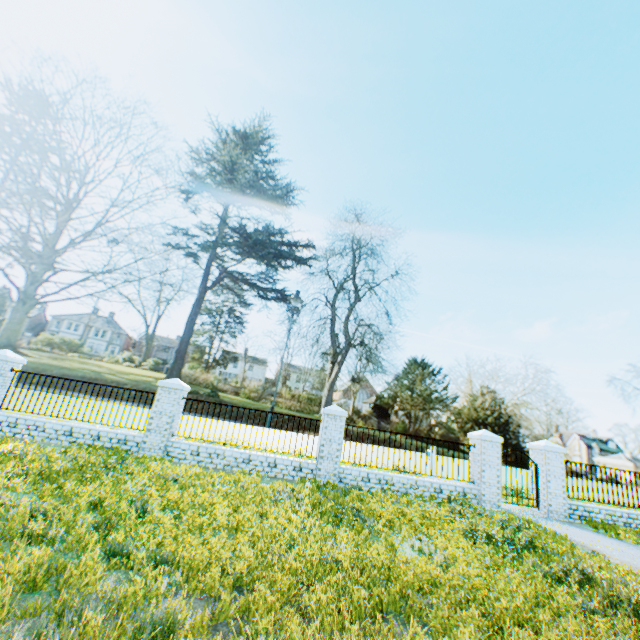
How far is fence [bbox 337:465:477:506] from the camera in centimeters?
1057cm

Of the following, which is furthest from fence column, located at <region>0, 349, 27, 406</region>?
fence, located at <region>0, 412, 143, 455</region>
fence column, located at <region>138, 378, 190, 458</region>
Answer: fence column, located at <region>138, 378, 190, 458</region>

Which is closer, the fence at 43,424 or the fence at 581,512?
the fence at 43,424

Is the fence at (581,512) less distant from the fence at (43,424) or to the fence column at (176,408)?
the fence column at (176,408)

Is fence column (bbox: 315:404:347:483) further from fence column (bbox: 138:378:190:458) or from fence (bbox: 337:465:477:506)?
fence column (bbox: 138:378:190:458)

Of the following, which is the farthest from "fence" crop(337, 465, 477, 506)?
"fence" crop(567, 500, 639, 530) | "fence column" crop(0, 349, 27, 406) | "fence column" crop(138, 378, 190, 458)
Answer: "fence column" crop(0, 349, 27, 406)

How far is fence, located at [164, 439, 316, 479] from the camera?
10.23m

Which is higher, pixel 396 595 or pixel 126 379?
pixel 126 379
